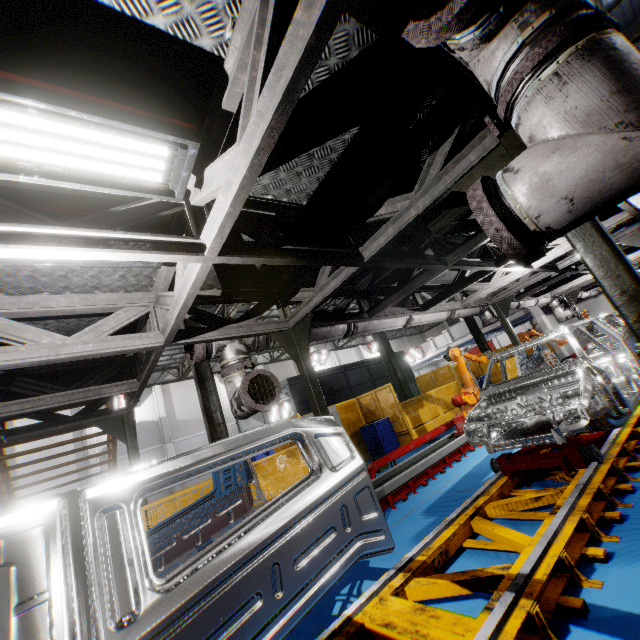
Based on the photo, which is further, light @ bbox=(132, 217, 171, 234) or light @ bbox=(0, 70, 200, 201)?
light @ bbox=(132, 217, 171, 234)

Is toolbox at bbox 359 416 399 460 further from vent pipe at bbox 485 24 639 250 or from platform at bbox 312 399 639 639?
vent pipe at bbox 485 24 639 250

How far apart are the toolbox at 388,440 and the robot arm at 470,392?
2.6 meters

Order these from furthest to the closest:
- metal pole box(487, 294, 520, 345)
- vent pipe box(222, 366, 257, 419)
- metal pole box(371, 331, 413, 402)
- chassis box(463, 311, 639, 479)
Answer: Answer: metal pole box(371, 331, 413, 402), metal pole box(487, 294, 520, 345), vent pipe box(222, 366, 257, 419), chassis box(463, 311, 639, 479)

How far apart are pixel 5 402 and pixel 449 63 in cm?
659

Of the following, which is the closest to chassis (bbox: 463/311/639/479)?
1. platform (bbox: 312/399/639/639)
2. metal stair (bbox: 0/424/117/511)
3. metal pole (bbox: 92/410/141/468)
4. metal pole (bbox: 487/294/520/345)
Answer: platform (bbox: 312/399/639/639)

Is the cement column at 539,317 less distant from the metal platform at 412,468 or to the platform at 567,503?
the platform at 567,503

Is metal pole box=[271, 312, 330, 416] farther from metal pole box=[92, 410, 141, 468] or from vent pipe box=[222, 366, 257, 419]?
metal pole box=[92, 410, 141, 468]
